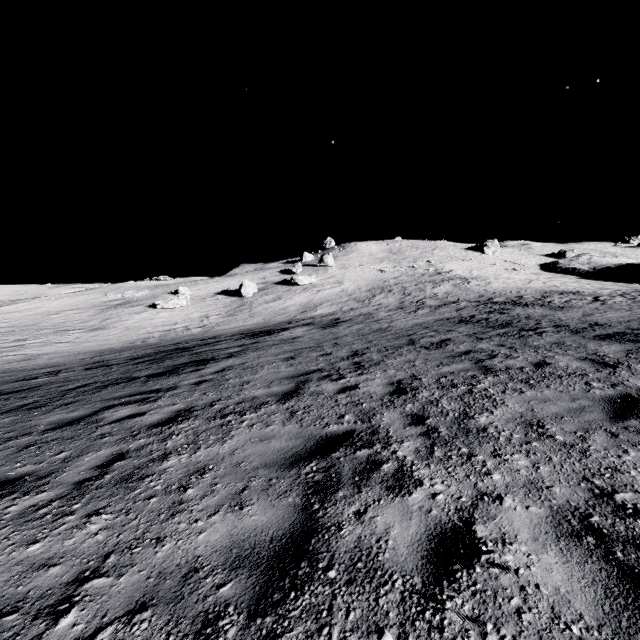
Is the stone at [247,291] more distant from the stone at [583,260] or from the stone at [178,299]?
the stone at [583,260]

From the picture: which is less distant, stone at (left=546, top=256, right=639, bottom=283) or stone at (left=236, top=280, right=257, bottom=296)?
stone at (left=236, top=280, right=257, bottom=296)

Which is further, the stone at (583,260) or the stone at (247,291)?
the stone at (583,260)

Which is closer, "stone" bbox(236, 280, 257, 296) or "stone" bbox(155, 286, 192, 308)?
"stone" bbox(155, 286, 192, 308)

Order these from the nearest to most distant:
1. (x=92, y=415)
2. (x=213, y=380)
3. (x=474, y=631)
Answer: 1. (x=474, y=631)
2. (x=92, y=415)
3. (x=213, y=380)

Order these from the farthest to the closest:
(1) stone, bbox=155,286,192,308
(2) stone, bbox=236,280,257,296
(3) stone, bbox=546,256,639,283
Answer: (3) stone, bbox=546,256,639,283
(2) stone, bbox=236,280,257,296
(1) stone, bbox=155,286,192,308

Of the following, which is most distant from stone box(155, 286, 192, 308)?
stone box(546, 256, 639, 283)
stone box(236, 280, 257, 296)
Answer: stone box(546, 256, 639, 283)

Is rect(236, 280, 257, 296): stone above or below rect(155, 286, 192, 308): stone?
above
